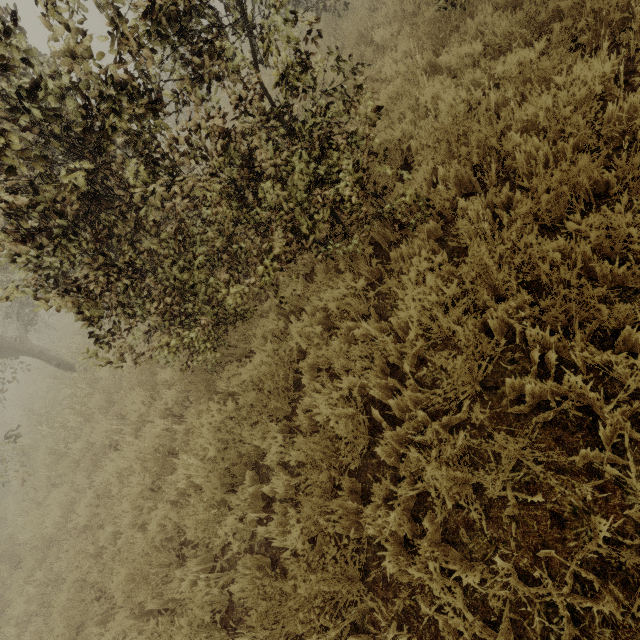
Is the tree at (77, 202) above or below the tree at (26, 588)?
above

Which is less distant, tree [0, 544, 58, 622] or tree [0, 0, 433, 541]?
tree [0, 0, 433, 541]

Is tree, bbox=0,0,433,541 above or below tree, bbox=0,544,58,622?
above

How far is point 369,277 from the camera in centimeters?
395cm

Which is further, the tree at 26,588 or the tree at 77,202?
the tree at 26,588
